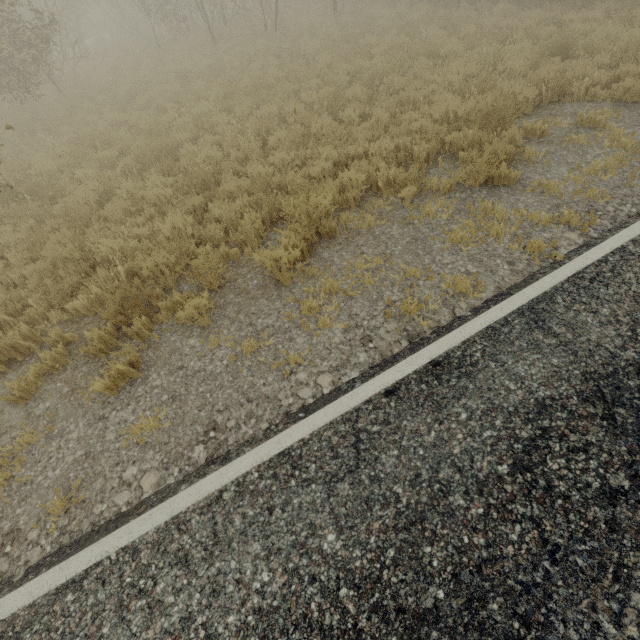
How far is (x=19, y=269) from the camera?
5.9 meters
